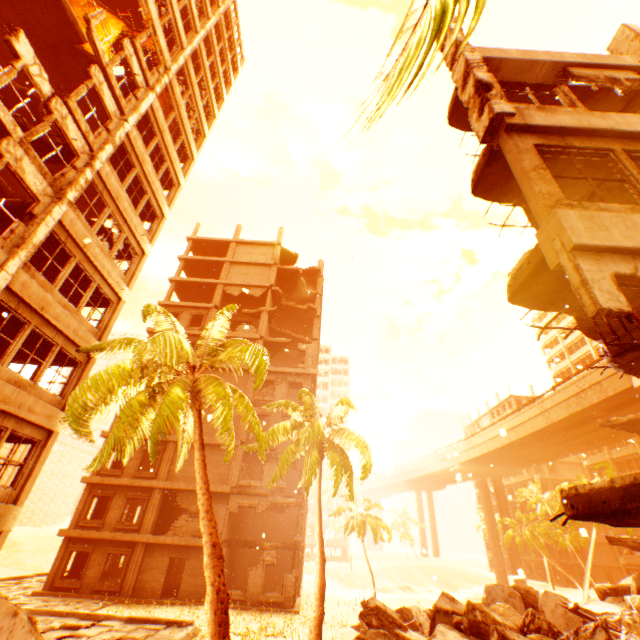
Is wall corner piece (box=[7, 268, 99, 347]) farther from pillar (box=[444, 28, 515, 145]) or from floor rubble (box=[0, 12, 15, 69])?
pillar (box=[444, 28, 515, 145])

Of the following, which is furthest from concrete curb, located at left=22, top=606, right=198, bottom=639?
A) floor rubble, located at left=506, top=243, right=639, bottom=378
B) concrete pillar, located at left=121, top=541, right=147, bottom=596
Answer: floor rubble, located at left=506, top=243, right=639, bottom=378

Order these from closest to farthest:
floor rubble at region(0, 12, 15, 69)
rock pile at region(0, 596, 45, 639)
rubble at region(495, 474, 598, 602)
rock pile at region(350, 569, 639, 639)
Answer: Result: rock pile at region(0, 596, 45, 639) → rock pile at region(350, 569, 639, 639) → floor rubble at region(0, 12, 15, 69) → rubble at region(495, 474, 598, 602)

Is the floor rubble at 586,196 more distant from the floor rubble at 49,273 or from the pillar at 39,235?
the pillar at 39,235

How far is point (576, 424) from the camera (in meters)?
37.38

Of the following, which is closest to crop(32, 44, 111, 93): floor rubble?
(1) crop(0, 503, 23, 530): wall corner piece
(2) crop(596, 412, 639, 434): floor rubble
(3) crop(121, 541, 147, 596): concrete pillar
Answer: (1) crop(0, 503, 23, 530): wall corner piece

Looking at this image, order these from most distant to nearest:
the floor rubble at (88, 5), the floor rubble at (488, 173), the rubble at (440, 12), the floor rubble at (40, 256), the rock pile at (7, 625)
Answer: the floor rubble at (88, 5) → the floor rubble at (40, 256) → the floor rubble at (488, 173) → the rock pile at (7, 625) → the rubble at (440, 12)

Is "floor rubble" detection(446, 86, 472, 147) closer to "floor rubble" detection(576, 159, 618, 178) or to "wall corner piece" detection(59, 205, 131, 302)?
"wall corner piece" detection(59, 205, 131, 302)
